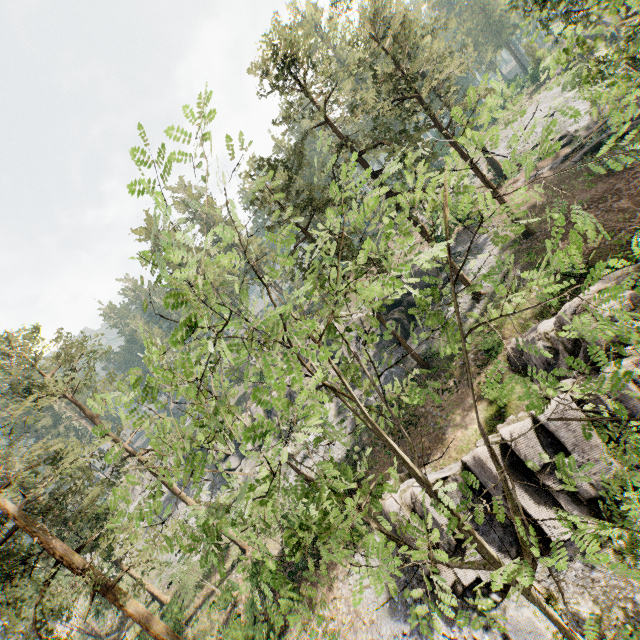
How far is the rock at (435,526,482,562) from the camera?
15.1 meters

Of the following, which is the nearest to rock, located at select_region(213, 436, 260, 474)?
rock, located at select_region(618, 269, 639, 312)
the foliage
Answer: the foliage

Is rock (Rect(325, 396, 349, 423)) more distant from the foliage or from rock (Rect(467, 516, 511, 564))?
rock (Rect(467, 516, 511, 564))

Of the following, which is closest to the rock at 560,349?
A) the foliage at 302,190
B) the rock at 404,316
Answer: the foliage at 302,190

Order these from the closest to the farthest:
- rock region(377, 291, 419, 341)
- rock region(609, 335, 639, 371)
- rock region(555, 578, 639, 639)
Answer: rock region(555, 578, 639, 639)
rock region(609, 335, 639, 371)
rock region(377, 291, 419, 341)

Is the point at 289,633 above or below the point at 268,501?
below

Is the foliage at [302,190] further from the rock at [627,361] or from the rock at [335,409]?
the rock at [335,409]
